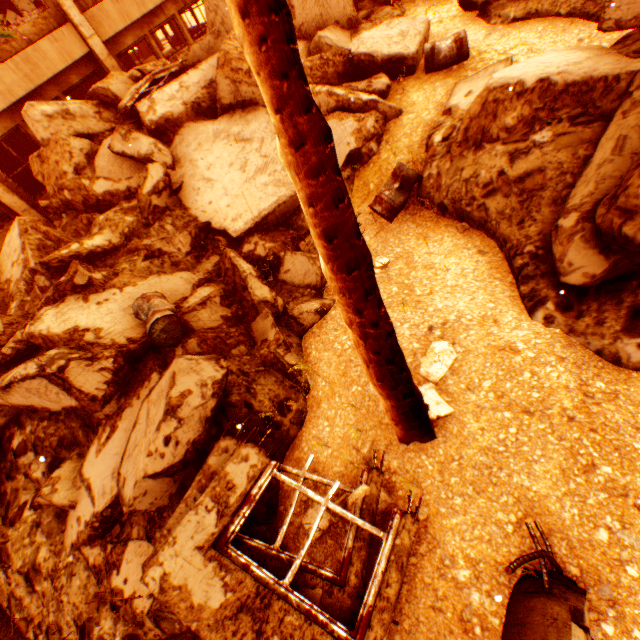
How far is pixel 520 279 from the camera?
4.0 meters

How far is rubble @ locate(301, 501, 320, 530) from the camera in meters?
3.4

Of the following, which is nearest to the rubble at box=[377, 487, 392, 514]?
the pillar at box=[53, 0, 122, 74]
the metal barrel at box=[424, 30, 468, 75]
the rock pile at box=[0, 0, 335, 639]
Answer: the rock pile at box=[0, 0, 335, 639]

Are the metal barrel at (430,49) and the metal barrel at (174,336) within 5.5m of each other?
no

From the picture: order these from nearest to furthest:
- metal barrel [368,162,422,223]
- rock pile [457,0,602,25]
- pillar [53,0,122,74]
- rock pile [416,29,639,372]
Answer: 1. rock pile [416,29,639,372]
2. metal barrel [368,162,422,223]
3. rock pile [457,0,602,25]
4. pillar [53,0,122,74]

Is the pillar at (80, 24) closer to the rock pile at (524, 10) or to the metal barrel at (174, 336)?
the rock pile at (524, 10)

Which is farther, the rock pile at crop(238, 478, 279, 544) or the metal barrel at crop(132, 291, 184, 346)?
the metal barrel at crop(132, 291, 184, 346)
